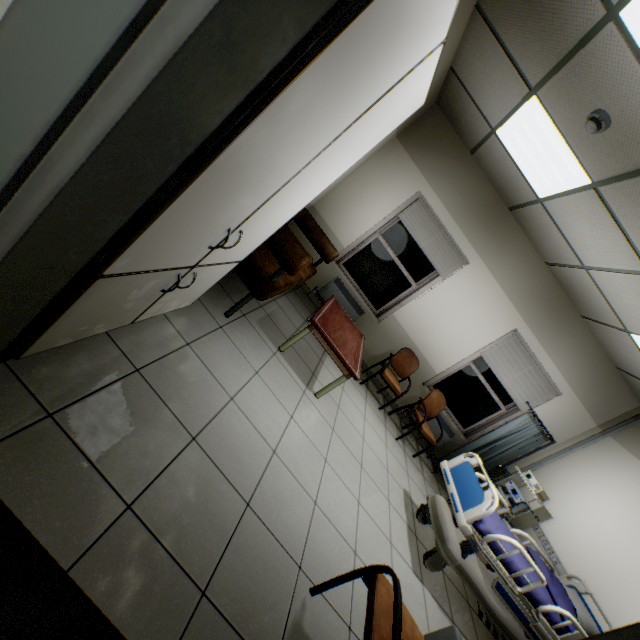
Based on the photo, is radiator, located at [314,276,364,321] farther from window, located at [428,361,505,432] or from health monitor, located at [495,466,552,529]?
health monitor, located at [495,466,552,529]

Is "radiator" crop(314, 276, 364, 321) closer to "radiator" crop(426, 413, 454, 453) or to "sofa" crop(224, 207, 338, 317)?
"sofa" crop(224, 207, 338, 317)

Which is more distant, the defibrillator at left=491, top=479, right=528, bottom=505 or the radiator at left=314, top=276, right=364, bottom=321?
the radiator at left=314, top=276, right=364, bottom=321

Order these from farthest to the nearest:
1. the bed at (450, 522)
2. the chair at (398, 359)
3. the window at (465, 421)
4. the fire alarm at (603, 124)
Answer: the window at (465, 421)
the chair at (398, 359)
the bed at (450, 522)
the fire alarm at (603, 124)

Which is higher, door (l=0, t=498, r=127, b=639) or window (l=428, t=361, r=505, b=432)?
window (l=428, t=361, r=505, b=432)

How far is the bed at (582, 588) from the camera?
3.24m

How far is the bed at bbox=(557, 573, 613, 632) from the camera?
3.24m

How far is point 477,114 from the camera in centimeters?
387cm
